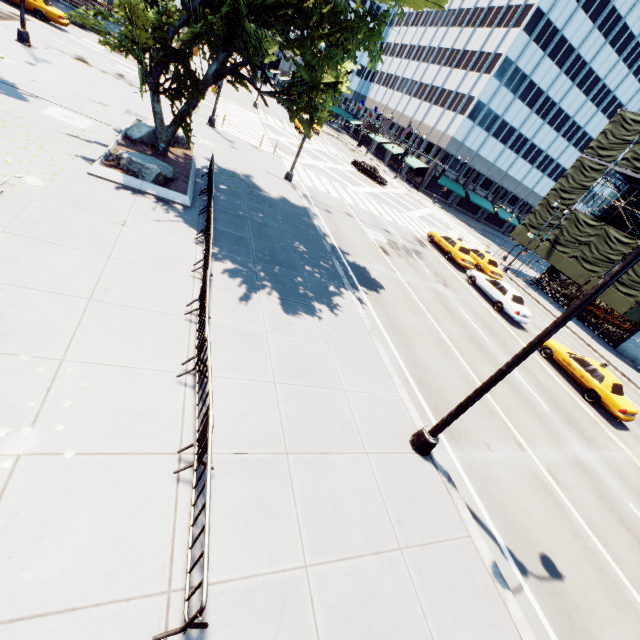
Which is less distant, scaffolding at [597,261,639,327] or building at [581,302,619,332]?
scaffolding at [597,261,639,327]

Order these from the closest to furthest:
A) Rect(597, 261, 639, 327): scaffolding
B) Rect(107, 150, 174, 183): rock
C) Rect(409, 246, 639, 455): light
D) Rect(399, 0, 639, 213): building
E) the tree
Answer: Rect(409, 246, 639, 455): light < the tree < Rect(107, 150, 174, 183): rock < Rect(597, 261, 639, 327): scaffolding < Rect(399, 0, 639, 213): building

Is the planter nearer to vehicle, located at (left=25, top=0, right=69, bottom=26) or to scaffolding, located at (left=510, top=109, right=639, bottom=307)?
vehicle, located at (left=25, top=0, right=69, bottom=26)

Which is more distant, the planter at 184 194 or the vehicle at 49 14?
the vehicle at 49 14

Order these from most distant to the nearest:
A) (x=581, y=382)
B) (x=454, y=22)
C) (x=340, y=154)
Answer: (x=454, y=22)
(x=340, y=154)
(x=581, y=382)

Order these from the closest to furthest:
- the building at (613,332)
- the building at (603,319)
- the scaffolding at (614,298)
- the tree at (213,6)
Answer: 1. the tree at (213,6)
2. the scaffolding at (614,298)
3. the building at (613,332)
4. the building at (603,319)

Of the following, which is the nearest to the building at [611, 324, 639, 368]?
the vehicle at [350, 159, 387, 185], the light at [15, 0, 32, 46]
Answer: the vehicle at [350, 159, 387, 185]

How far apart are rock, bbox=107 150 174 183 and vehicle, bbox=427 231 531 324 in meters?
19.2
